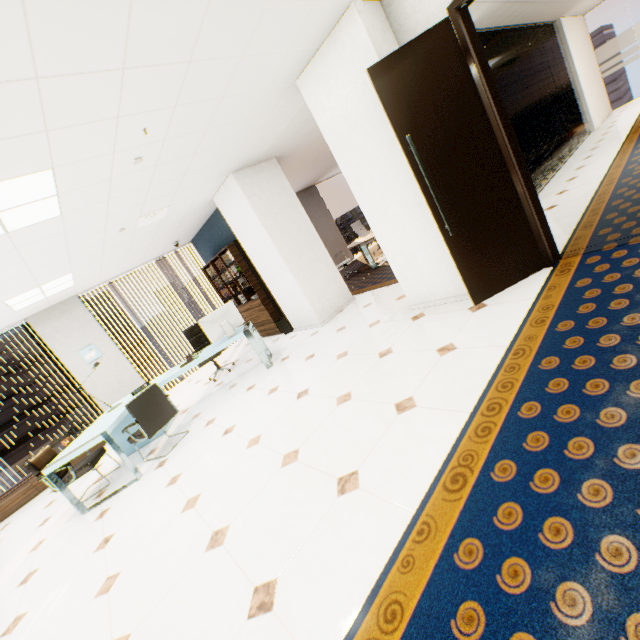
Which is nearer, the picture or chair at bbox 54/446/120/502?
chair at bbox 54/446/120/502

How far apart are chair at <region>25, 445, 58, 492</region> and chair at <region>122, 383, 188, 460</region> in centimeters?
57cm

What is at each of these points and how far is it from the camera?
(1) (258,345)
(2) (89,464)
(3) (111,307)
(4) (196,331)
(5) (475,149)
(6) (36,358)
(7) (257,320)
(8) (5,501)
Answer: (1) desk, 5.2m
(2) chair, 4.3m
(3) building, 55.7m
(4) chair, 6.8m
(5) door, 3.0m
(6) building, 49.2m
(7) book, 7.5m
(8) cupboard, 5.7m

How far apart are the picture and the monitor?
3.71m

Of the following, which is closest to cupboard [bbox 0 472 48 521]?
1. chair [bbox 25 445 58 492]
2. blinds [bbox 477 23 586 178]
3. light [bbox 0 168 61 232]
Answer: chair [bbox 25 445 58 492]

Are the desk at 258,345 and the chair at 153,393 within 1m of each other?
yes

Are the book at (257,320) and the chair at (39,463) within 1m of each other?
Result: no

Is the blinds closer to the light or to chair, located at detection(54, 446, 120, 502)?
the light
